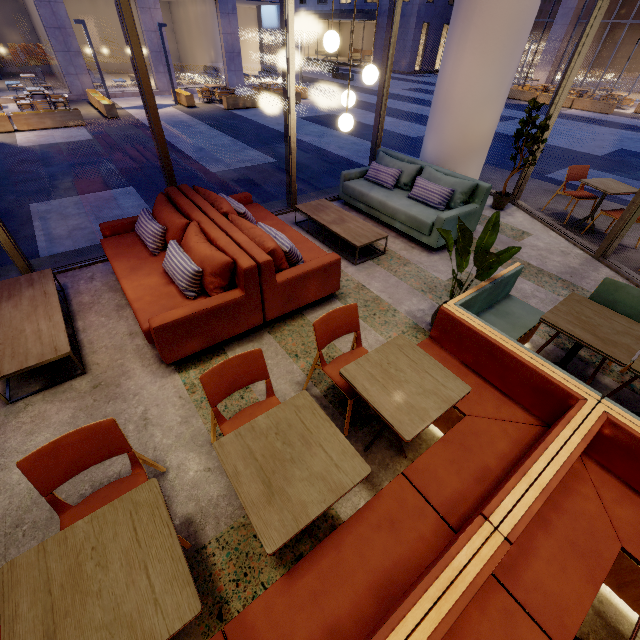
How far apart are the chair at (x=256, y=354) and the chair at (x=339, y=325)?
0.36m

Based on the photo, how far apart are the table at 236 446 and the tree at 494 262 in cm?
176

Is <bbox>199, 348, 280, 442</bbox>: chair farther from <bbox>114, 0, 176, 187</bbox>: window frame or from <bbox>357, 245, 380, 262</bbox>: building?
<bbox>114, 0, 176, 187</bbox>: window frame

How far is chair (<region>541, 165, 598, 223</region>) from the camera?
5.74m

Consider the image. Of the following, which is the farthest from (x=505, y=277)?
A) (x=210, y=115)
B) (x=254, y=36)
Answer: (x=254, y=36)

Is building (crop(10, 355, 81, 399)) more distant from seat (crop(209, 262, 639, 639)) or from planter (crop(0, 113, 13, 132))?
planter (crop(0, 113, 13, 132))

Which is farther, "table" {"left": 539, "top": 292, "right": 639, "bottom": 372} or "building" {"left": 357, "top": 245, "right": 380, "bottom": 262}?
"building" {"left": 357, "top": 245, "right": 380, "bottom": 262}

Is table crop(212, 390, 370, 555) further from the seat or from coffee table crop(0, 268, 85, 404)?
coffee table crop(0, 268, 85, 404)
